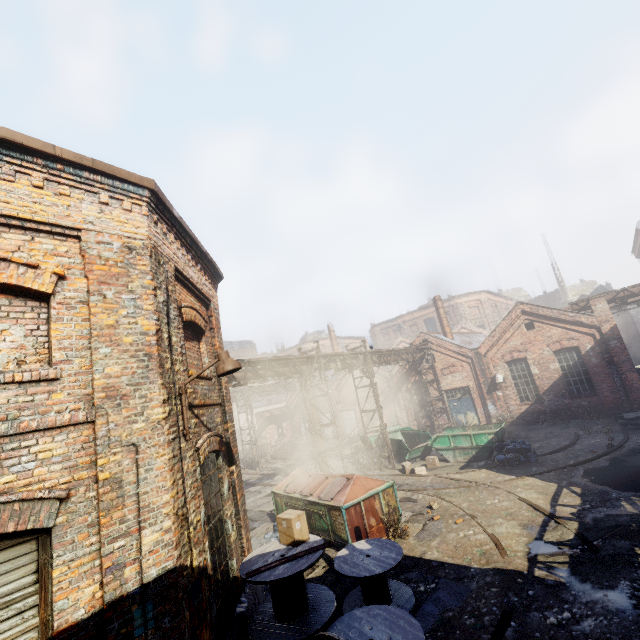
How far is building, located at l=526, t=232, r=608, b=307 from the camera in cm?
4372

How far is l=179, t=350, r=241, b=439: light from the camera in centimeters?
508cm

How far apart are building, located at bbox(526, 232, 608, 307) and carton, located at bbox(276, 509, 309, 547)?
Answer: 51.28m

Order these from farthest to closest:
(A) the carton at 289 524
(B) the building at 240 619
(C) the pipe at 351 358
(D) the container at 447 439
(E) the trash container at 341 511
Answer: (D) the container at 447 439, (C) the pipe at 351 358, (E) the trash container at 341 511, (A) the carton at 289 524, (B) the building at 240 619

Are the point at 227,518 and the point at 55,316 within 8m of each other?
yes

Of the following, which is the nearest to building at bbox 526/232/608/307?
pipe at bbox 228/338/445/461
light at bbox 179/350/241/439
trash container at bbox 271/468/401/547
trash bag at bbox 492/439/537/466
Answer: pipe at bbox 228/338/445/461

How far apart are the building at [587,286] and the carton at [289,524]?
51.3 meters

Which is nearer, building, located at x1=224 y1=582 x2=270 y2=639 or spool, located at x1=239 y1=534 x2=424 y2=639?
spool, located at x1=239 y1=534 x2=424 y2=639
